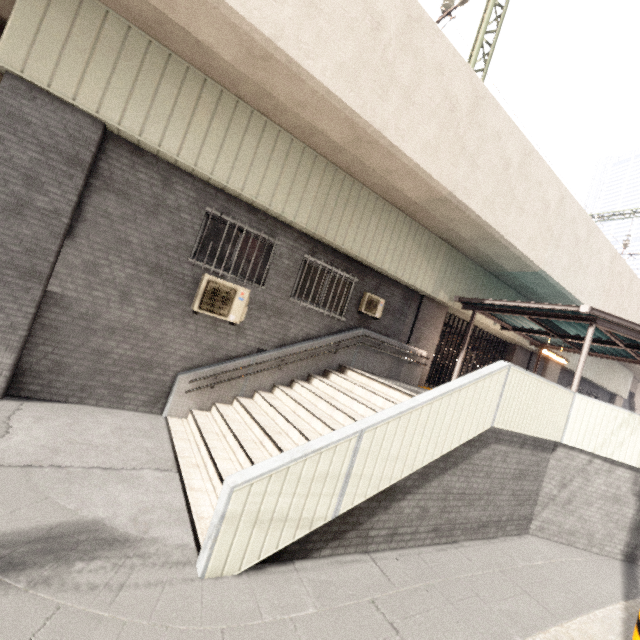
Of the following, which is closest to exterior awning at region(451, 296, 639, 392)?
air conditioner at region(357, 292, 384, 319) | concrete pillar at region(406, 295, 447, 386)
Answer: concrete pillar at region(406, 295, 447, 386)

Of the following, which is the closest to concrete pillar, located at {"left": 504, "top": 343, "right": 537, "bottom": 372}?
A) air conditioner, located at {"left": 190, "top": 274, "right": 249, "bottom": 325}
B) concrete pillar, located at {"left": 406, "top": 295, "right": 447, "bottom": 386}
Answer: concrete pillar, located at {"left": 406, "top": 295, "right": 447, "bottom": 386}

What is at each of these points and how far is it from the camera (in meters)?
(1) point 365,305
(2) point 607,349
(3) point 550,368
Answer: (1) air conditioner, 9.38
(2) exterior awning, 10.84
(3) concrete pillar, 15.55

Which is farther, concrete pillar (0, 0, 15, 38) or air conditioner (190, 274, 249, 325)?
air conditioner (190, 274, 249, 325)

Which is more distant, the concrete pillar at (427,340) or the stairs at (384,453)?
the concrete pillar at (427,340)

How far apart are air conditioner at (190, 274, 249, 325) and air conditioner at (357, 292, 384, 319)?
3.3 meters

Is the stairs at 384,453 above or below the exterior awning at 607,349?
below

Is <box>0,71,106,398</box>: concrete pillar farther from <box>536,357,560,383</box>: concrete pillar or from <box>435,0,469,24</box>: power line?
<box>536,357,560,383</box>: concrete pillar
